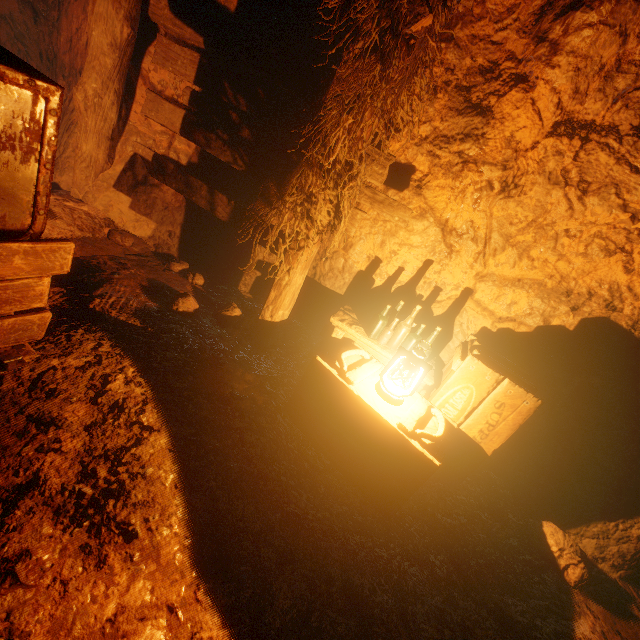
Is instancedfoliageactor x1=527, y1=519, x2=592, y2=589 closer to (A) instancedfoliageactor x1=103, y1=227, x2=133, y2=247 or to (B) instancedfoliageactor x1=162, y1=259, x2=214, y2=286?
(B) instancedfoliageactor x1=162, y1=259, x2=214, y2=286

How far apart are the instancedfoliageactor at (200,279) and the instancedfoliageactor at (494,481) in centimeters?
335cm

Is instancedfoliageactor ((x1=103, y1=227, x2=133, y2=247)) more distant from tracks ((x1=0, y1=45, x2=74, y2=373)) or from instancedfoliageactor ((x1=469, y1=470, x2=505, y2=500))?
instancedfoliageactor ((x1=469, y1=470, x2=505, y2=500))

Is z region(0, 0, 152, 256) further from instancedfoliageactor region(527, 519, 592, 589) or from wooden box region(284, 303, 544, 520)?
instancedfoliageactor region(527, 519, 592, 589)

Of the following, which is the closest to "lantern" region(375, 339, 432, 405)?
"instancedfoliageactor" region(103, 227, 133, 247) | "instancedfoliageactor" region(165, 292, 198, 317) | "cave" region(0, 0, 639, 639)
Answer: "cave" region(0, 0, 639, 639)

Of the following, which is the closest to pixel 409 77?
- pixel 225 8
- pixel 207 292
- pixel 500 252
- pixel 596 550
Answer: pixel 500 252

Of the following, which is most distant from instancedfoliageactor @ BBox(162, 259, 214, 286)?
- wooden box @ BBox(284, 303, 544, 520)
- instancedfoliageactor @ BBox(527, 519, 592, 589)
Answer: instancedfoliageactor @ BBox(527, 519, 592, 589)

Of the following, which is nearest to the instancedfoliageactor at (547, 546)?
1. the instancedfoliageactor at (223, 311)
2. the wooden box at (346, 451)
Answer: the wooden box at (346, 451)
